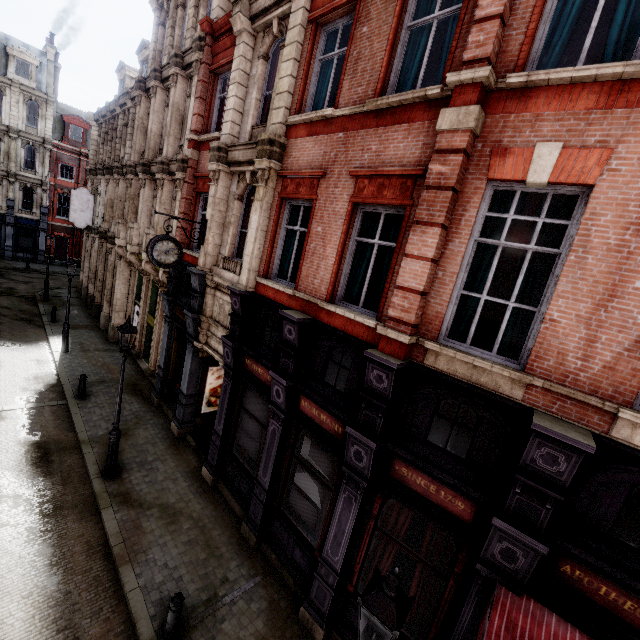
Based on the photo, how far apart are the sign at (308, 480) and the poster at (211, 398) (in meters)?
5.85

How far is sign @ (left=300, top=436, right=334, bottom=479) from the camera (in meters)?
7.02

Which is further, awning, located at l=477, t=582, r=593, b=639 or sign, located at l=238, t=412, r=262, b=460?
sign, located at l=238, t=412, r=262, b=460

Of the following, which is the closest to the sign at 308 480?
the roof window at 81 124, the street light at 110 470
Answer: the street light at 110 470

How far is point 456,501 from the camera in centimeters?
516cm

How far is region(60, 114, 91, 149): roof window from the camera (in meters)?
33.25

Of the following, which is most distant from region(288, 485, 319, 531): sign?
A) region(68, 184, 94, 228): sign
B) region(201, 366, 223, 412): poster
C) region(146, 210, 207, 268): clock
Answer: region(68, 184, 94, 228): sign

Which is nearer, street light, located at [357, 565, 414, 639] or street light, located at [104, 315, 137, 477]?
street light, located at [357, 565, 414, 639]
